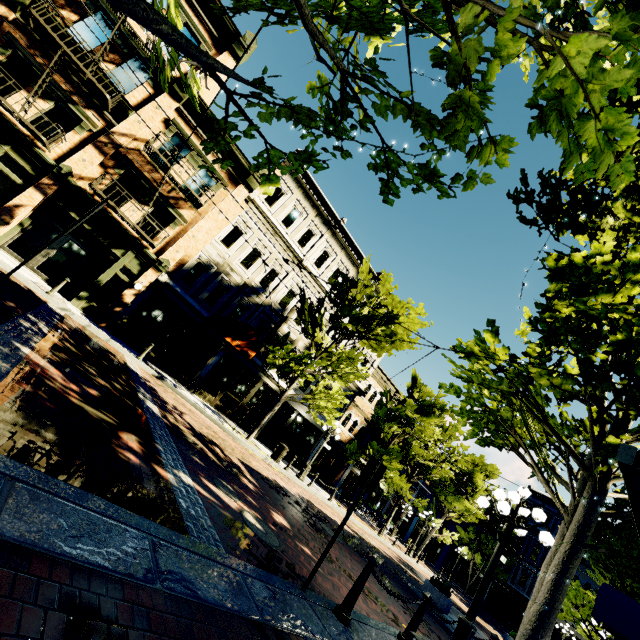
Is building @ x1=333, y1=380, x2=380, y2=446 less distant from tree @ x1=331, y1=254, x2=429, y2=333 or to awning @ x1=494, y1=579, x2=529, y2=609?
tree @ x1=331, y1=254, x2=429, y2=333

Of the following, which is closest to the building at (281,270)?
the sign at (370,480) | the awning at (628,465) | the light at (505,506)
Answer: the sign at (370,480)

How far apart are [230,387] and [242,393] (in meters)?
0.90

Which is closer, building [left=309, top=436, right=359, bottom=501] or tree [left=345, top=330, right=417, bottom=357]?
tree [left=345, top=330, right=417, bottom=357]

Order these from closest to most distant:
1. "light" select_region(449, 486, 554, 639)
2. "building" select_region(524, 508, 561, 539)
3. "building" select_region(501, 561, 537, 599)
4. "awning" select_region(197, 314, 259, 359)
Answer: "light" select_region(449, 486, 554, 639) → "awning" select_region(197, 314, 259, 359) → "building" select_region(501, 561, 537, 599) → "building" select_region(524, 508, 561, 539)

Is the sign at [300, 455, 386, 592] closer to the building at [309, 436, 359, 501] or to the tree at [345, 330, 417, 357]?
the tree at [345, 330, 417, 357]

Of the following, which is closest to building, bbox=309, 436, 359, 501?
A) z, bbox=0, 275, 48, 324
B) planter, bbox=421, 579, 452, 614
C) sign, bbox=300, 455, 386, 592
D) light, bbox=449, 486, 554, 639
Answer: z, bbox=0, 275, 48, 324

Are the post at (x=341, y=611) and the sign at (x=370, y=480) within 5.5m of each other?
yes
